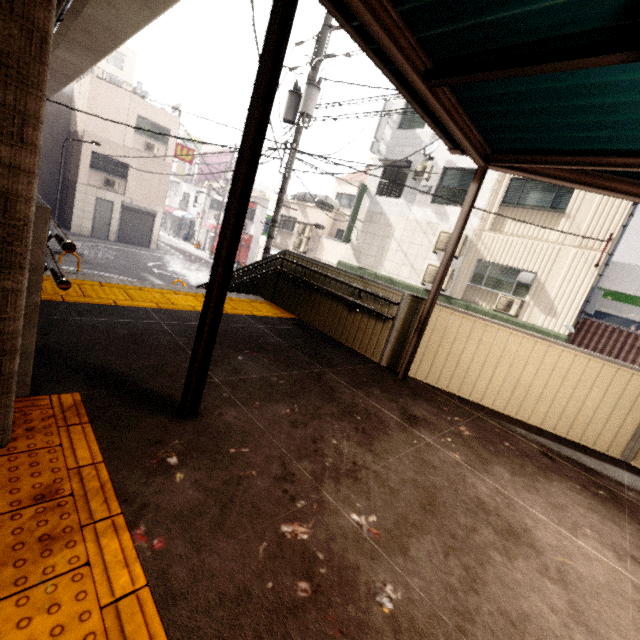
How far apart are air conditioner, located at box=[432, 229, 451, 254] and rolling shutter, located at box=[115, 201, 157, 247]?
19.0 meters

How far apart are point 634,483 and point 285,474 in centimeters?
415cm

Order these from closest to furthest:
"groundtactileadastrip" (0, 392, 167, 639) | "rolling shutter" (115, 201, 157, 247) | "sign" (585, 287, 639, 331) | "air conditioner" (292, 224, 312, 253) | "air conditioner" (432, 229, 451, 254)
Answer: "groundtactileadastrip" (0, 392, 167, 639) → "sign" (585, 287, 639, 331) → "air conditioner" (432, 229, 451, 254) → "air conditioner" (292, 224, 312, 253) → "rolling shutter" (115, 201, 157, 247)

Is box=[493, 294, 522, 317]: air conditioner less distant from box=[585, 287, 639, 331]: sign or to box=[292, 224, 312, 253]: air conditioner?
box=[585, 287, 639, 331]: sign

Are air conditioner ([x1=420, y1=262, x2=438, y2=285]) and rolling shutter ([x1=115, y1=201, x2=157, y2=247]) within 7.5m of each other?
no

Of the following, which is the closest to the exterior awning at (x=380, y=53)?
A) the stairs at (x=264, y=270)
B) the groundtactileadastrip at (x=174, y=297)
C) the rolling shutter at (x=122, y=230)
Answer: the groundtactileadastrip at (x=174, y=297)

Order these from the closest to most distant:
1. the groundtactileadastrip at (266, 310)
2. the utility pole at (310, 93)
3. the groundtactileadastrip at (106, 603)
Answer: the groundtactileadastrip at (106, 603)
the groundtactileadastrip at (266, 310)
the utility pole at (310, 93)

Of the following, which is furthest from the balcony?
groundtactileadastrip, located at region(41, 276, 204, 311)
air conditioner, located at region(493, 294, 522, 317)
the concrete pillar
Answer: the concrete pillar
